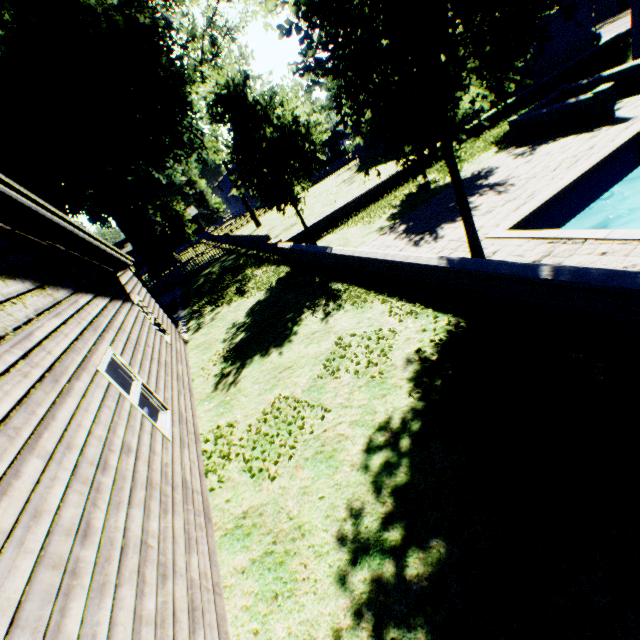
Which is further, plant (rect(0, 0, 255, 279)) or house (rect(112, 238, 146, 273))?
house (rect(112, 238, 146, 273))

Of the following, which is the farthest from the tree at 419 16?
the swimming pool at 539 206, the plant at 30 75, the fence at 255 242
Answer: the plant at 30 75

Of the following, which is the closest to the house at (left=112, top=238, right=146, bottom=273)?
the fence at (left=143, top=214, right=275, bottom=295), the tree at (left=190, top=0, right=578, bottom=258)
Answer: the fence at (left=143, top=214, right=275, bottom=295)

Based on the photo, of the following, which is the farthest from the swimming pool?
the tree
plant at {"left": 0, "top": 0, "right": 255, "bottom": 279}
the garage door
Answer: the garage door

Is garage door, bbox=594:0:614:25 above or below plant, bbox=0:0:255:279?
below

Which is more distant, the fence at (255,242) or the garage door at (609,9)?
the garage door at (609,9)

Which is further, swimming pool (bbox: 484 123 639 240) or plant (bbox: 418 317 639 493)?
swimming pool (bbox: 484 123 639 240)

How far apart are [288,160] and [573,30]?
26.43m
